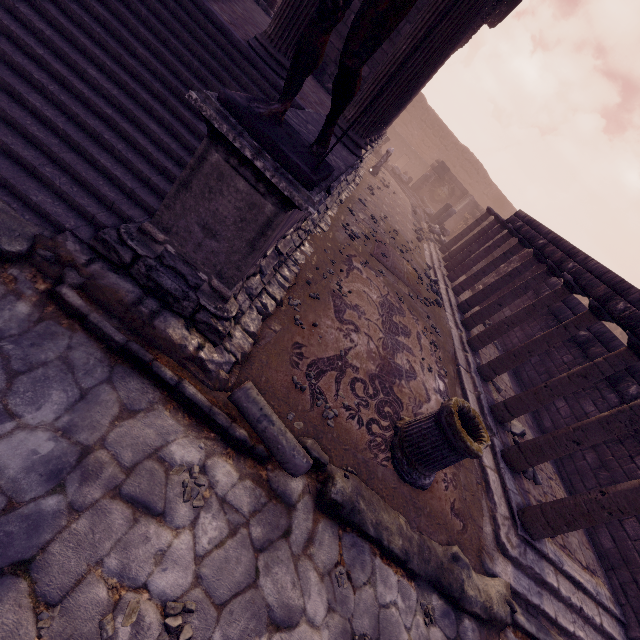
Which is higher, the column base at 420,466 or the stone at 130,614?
the column base at 420,466

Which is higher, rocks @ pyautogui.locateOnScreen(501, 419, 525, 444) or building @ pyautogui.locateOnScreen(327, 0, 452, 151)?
building @ pyautogui.locateOnScreen(327, 0, 452, 151)

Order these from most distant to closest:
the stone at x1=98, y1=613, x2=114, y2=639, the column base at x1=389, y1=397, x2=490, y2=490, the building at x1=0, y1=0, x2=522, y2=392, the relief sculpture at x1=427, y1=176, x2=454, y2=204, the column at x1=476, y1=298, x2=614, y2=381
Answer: the relief sculpture at x1=427, y1=176, x2=454, y2=204
the column at x1=476, y1=298, x2=614, y2=381
the column base at x1=389, y1=397, x2=490, y2=490
the building at x1=0, y1=0, x2=522, y2=392
the stone at x1=98, y1=613, x2=114, y2=639

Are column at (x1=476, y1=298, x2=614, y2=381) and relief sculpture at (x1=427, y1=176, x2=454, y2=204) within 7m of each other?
no

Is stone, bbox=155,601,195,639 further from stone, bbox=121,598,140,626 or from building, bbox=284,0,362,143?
building, bbox=284,0,362,143

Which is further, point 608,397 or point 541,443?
point 608,397

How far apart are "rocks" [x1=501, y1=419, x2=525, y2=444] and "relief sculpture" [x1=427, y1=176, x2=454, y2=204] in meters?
20.0

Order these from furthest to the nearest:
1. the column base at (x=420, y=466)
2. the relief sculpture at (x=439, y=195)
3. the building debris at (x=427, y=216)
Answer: the relief sculpture at (x=439, y=195)
the building debris at (x=427, y=216)
the column base at (x=420, y=466)
